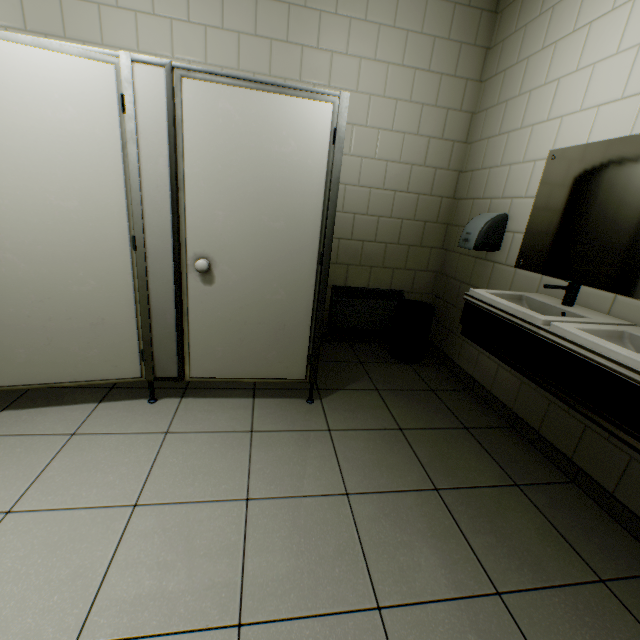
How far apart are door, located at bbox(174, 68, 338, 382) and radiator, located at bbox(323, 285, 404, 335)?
1.13m

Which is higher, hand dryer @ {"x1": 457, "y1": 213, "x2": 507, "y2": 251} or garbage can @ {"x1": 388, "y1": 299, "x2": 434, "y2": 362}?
hand dryer @ {"x1": 457, "y1": 213, "x2": 507, "y2": 251}

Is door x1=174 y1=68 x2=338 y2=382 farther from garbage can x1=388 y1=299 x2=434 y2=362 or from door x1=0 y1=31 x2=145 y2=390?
garbage can x1=388 y1=299 x2=434 y2=362

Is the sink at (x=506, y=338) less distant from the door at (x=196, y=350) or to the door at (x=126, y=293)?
the door at (x=196, y=350)

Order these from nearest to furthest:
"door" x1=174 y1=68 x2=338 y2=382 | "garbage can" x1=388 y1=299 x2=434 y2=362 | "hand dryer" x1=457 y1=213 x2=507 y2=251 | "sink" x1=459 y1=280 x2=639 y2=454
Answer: "sink" x1=459 y1=280 x2=639 y2=454 < "door" x1=174 y1=68 x2=338 y2=382 < "hand dryer" x1=457 y1=213 x2=507 y2=251 < "garbage can" x1=388 y1=299 x2=434 y2=362

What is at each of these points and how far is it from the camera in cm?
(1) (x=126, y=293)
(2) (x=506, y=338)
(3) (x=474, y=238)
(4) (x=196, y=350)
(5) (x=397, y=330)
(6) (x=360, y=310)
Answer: (1) door, 190
(2) sink, 174
(3) hand dryer, 257
(4) door, 211
(5) garbage can, 321
(6) radiator, 335

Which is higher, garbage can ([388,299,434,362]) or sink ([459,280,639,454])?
sink ([459,280,639,454])

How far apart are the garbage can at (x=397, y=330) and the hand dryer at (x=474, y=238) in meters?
0.6 m
